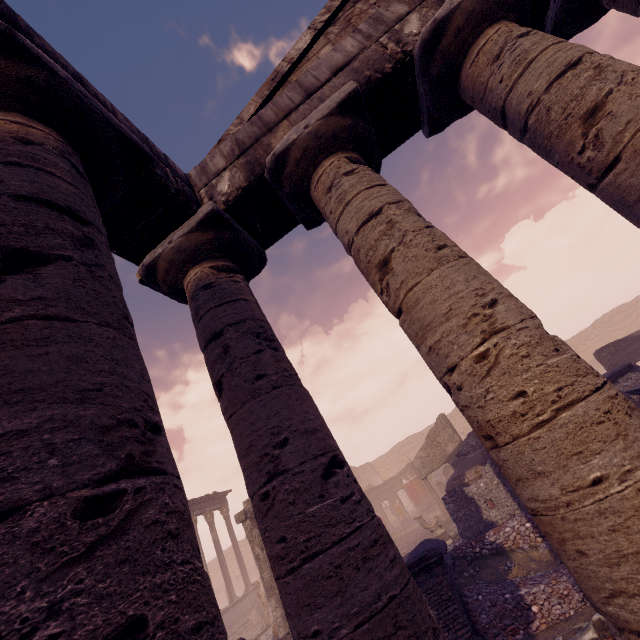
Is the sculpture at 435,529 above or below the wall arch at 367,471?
below

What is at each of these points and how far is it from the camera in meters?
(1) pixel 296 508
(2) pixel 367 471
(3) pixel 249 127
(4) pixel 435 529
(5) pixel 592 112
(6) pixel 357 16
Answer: (1) column, 2.6
(2) wall arch, 34.4
(3) entablature, 4.3
(4) sculpture, 12.4
(5) column, 2.8
(6) pediment, 4.9

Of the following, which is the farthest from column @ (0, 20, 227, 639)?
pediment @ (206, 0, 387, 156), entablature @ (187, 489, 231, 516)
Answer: entablature @ (187, 489, 231, 516)

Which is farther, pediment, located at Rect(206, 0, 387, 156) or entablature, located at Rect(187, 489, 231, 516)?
entablature, located at Rect(187, 489, 231, 516)

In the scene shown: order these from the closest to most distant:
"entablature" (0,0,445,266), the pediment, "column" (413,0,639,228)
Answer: "column" (413,0,639,228)
"entablature" (0,0,445,266)
the pediment

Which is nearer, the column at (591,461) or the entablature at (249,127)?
the column at (591,461)

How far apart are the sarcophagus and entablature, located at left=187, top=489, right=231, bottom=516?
6.4 meters

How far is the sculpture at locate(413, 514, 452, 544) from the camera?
12.20m
